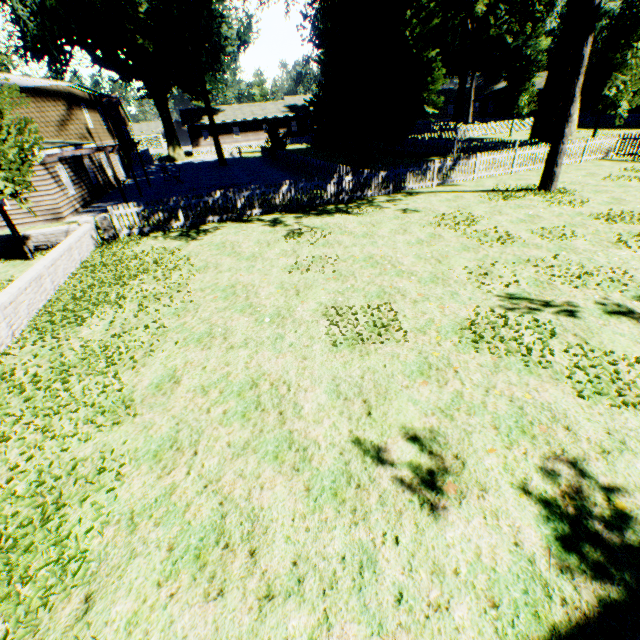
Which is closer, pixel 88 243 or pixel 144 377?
pixel 144 377

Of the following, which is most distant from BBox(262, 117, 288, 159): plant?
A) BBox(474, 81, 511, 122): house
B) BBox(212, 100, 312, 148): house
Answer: BBox(212, 100, 312, 148): house

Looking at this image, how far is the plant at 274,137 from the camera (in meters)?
31.19

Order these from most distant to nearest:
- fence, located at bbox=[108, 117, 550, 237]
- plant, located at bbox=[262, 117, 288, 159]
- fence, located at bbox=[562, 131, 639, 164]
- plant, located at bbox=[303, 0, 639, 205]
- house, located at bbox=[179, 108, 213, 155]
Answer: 1. house, located at bbox=[179, 108, 213, 155]
2. plant, located at bbox=[262, 117, 288, 159]
3. fence, located at bbox=[562, 131, 639, 164]
4. plant, located at bbox=[303, 0, 639, 205]
5. fence, located at bbox=[108, 117, 550, 237]

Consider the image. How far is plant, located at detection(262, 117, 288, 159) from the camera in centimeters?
3119cm

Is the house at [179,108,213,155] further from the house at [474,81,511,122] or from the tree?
Result: the tree

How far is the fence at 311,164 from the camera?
13.61m

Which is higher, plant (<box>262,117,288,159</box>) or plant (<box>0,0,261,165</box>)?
plant (<box>0,0,261,165</box>)
